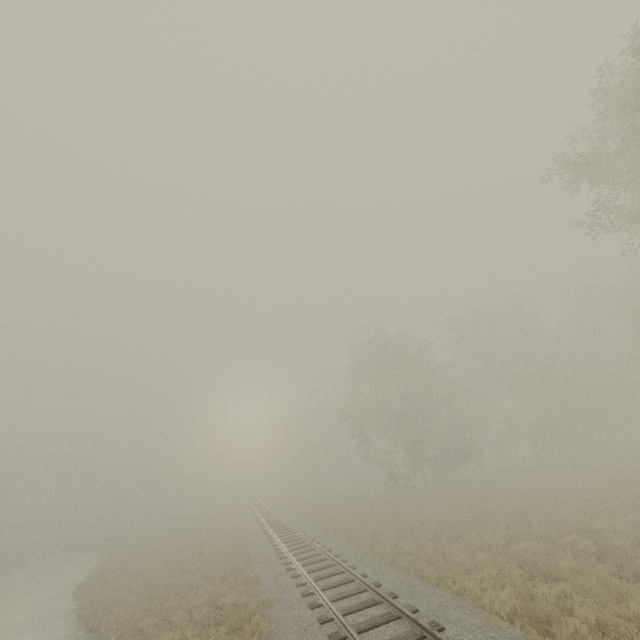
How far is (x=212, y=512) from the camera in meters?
56.2
